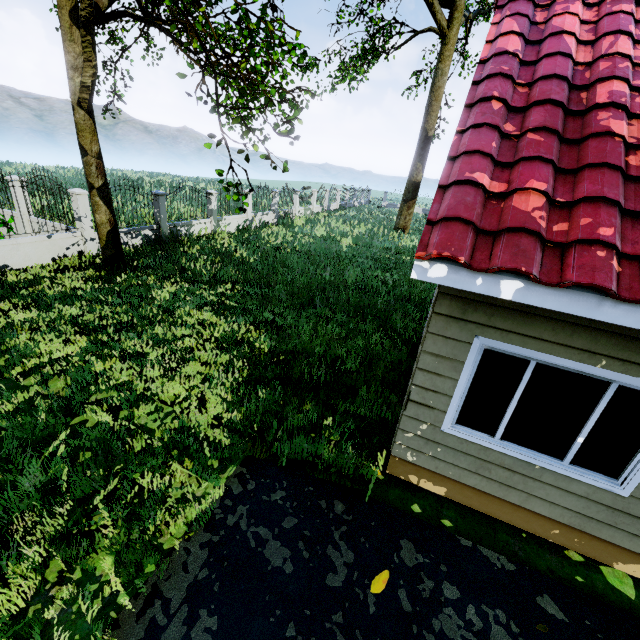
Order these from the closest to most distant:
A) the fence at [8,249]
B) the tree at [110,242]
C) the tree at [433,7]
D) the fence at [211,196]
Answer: the tree at [110,242], the fence at [8,249], the fence at [211,196], the tree at [433,7]

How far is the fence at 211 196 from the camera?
13.01m

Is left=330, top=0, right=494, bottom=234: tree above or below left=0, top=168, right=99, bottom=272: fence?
above

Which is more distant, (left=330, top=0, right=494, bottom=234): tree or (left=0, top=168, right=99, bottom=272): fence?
(left=330, top=0, right=494, bottom=234): tree

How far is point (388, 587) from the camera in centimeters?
341cm

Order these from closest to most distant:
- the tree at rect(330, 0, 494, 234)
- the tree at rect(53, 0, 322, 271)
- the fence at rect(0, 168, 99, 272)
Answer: the tree at rect(53, 0, 322, 271) → the fence at rect(0, 168, 99, 272) → the tree at rect(330, 0, 494, 234)
